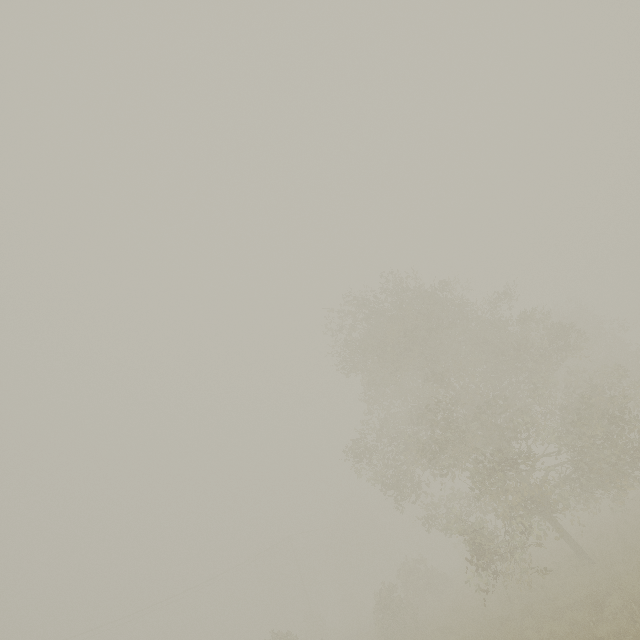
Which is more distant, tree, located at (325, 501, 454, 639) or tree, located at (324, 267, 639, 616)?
tree, located at (325, 501, 454, 639)

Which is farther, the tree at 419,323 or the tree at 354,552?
the tree at 354,552

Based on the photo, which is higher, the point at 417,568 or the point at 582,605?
the point at 417,568
